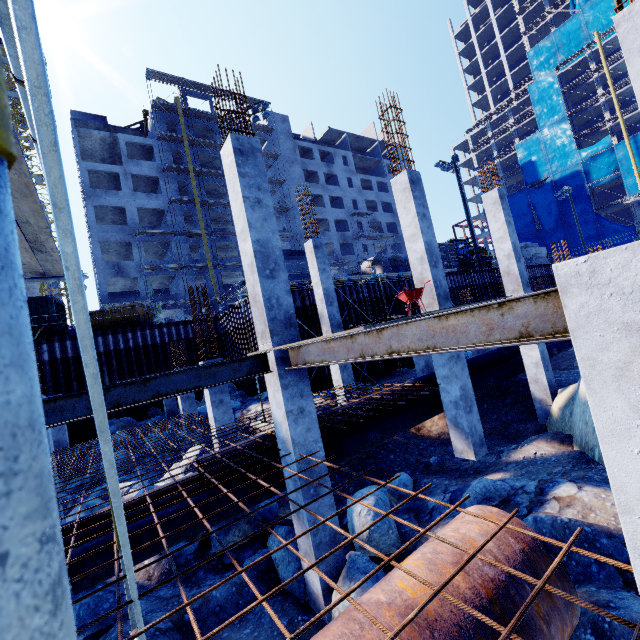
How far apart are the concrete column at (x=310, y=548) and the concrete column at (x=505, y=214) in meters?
9.3

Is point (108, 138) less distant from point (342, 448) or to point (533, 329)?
point (342, 448)

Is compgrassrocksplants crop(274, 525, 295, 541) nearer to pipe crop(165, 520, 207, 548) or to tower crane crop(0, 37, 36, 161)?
pipe crop(165, 520, 207, 548)

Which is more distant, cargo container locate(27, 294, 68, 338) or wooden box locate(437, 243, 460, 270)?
wooden box locate(437, 243, 460, 270)

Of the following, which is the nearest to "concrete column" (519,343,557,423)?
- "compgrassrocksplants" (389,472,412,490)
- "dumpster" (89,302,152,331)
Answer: "compgrassrocksplants" (389,472,412,490)

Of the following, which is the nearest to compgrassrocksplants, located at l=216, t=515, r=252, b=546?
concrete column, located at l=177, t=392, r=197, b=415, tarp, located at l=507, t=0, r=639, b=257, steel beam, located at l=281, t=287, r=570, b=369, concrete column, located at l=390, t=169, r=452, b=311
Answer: steel beam, located at l=281, t=287, r=570, b=369

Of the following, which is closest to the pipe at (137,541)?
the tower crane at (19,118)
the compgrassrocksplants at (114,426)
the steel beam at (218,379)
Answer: the steel beam at (218,379)

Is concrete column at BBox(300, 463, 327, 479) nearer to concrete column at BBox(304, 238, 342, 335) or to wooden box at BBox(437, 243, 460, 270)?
concrete column at BBox(304, 238, 342, 335)
